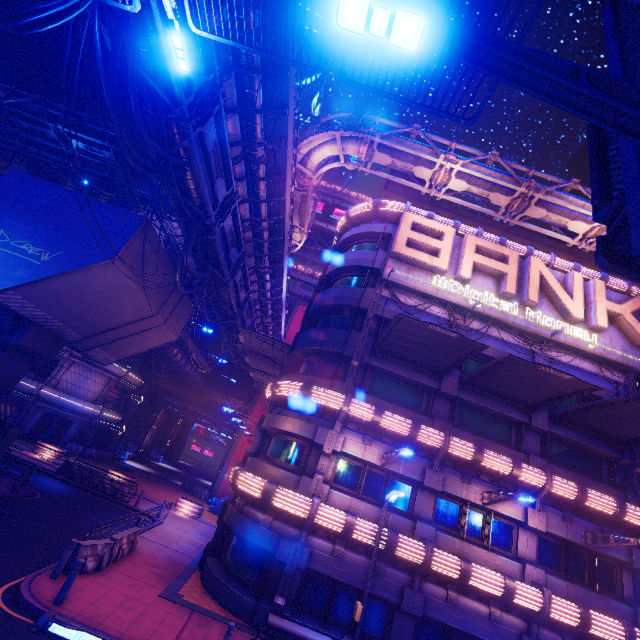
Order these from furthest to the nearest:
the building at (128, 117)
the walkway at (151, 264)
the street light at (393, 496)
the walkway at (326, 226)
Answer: the walkway at (326, 226) → the building at (128, 117) → the walkway at (151, 264) → the street light at (393, 496)

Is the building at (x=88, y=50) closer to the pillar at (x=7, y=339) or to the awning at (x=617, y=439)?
the pillar at (x=7, y=339)

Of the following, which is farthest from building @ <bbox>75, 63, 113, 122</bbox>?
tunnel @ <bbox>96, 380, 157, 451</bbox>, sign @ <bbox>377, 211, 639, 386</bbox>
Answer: sign @ <bbox>377, 211, 639, 386</bbox>

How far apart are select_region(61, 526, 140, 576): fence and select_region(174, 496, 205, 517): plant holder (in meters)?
14.50

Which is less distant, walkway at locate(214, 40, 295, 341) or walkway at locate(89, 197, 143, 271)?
walkway at locate(214, 40, 295, 341)

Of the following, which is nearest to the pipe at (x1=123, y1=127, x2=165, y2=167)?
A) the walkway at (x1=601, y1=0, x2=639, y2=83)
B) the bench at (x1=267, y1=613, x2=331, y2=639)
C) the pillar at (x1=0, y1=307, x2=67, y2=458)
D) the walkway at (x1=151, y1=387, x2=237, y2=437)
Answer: the walkway at (x1=601, y1=0, x2=639, y2=83)

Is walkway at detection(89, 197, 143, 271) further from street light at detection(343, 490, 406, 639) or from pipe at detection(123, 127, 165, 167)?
street light at detection(343, 490, 406, 639)

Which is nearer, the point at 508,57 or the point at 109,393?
the point at 508,57
